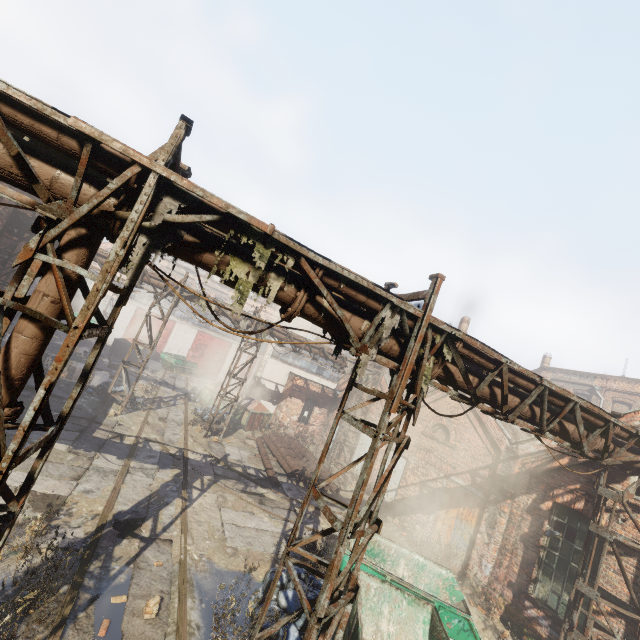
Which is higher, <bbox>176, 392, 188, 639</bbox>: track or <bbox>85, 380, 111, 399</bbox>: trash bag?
<bbox>85, 380, 111, 399</bbox>: trash bag

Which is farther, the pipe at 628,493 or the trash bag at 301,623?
the pipe at 628,493

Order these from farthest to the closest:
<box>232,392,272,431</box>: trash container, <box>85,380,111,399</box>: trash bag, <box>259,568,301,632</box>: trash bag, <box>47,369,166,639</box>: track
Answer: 1. <box>232,392,272,431</box>: trash container
2. <box>85,380,111,399</box>: trash bag
3. <box>259,568,301,632</box>: trash bag
4. <box>47,369,166,639</box>: track

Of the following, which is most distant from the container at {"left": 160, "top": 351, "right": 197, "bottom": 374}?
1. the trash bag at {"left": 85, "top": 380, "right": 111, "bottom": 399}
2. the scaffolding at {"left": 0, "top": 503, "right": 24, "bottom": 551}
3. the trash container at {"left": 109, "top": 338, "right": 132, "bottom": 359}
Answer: the scaffolding at {"left": 0, "top": 503, "right": 24, "bottom": 551}

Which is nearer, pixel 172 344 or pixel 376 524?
pixel 376 524

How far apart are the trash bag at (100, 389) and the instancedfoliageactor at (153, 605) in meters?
10.1 m

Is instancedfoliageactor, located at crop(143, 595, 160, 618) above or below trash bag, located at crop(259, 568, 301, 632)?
below

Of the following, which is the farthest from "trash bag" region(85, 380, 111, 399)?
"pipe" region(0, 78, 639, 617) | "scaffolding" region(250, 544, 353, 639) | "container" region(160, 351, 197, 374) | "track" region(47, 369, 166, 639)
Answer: "scaffolding" region(250, 544, 353, 639)
